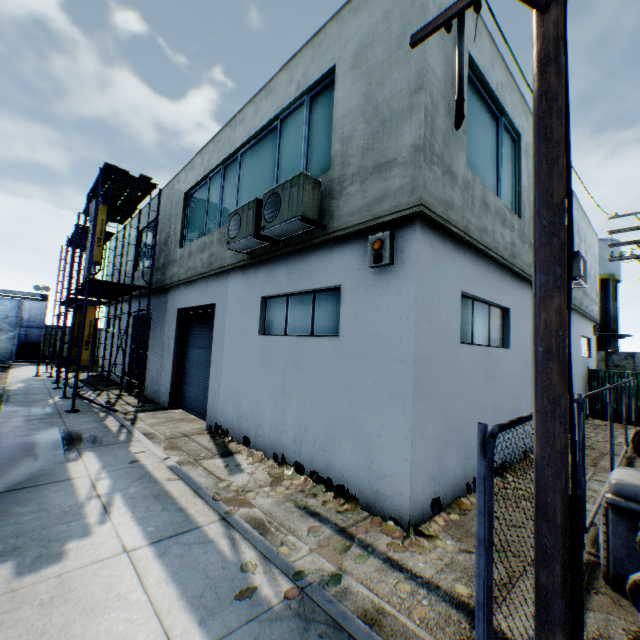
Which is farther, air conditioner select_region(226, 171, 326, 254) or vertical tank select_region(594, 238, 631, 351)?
vertical tank select_region(594, 238, 631, 351)

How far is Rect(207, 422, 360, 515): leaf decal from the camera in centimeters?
557cm

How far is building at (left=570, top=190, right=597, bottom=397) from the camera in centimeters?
1375cm

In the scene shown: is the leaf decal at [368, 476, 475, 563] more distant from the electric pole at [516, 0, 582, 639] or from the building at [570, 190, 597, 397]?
the electric pole at [516, 0, 582, 639]

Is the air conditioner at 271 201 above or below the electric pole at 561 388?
above

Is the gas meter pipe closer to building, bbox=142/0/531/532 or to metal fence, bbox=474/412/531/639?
building, bbox=142/0/531/532

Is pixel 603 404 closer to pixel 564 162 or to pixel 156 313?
pixel 564 162

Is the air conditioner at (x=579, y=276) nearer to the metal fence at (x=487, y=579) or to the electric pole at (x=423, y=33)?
the electric pole at (x=423, y=33)
